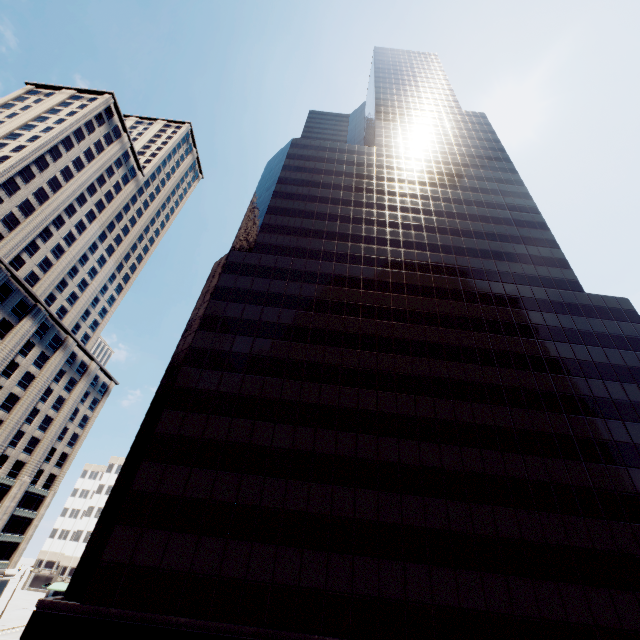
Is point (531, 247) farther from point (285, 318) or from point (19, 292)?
point (19, 292)

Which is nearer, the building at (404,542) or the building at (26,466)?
the building at (404,542)

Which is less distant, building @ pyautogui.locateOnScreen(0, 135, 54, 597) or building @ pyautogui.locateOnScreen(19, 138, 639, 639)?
building @ pyautogui.locateOnScreen(19, 138, 639, 639)
